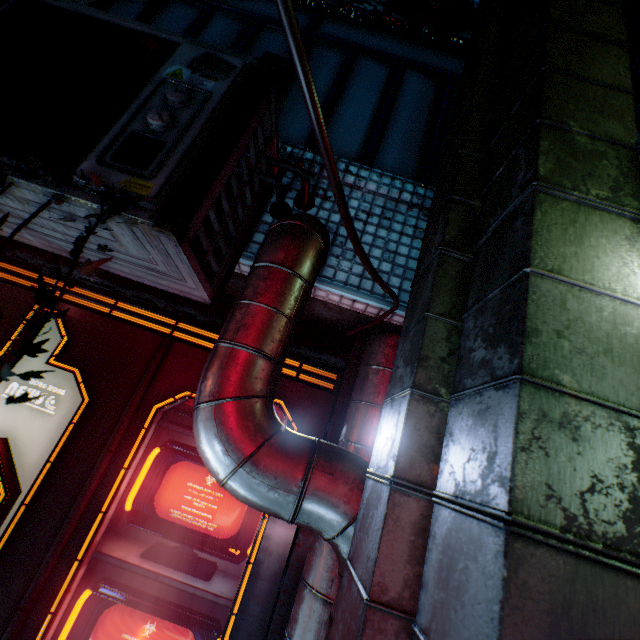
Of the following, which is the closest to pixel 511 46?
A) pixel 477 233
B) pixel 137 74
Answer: pixel 477 233

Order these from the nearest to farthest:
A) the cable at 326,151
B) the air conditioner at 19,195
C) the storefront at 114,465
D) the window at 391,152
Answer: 1. the cable at 326,151
2. the air conditioner at 19,195
3. the storefront at 114,465
4. the window at 391,152

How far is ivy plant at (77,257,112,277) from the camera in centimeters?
80cm

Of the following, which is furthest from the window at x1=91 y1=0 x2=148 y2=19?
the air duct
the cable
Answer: the cable

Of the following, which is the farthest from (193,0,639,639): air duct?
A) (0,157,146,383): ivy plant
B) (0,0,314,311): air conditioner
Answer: (0,157,146,383): ivy plant

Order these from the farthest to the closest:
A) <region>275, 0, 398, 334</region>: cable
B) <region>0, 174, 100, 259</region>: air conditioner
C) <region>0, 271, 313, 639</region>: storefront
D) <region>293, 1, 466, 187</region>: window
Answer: <region>293, 1, 466, 187</region>: window, <region>0, 271, 313, 639</region>: storefront, <region>0, 174, 100, 259</region>: air conditioner, <region>275, 0, 398, 334</region>: cable

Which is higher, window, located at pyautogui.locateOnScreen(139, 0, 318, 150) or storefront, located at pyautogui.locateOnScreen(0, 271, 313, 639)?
window, located at pyautogui.locateOnScreen(139, 0, 318, 150)

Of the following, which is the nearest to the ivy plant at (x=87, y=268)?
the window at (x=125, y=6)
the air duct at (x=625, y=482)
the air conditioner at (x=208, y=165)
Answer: the air conditioner at (x=208, y=165)
